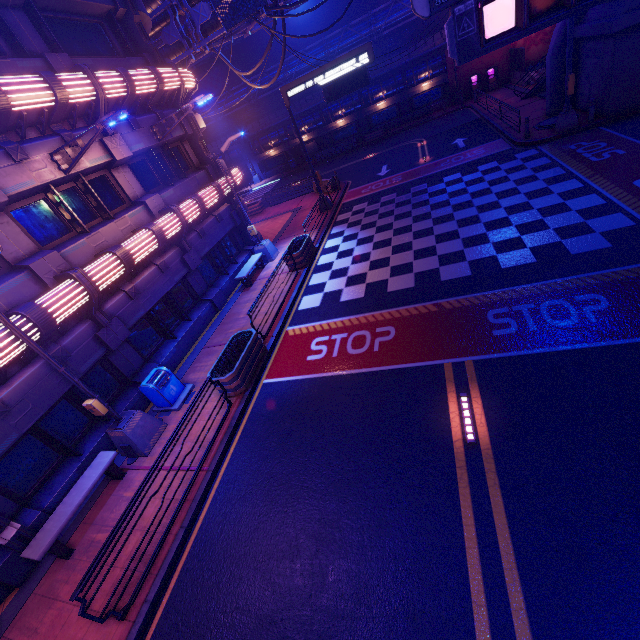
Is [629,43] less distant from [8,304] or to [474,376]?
[474,376]

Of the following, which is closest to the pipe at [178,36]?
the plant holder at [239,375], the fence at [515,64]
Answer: the fence at [515,64]

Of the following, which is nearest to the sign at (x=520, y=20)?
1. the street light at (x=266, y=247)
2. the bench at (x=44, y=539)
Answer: the street light at (x=266, y=247)

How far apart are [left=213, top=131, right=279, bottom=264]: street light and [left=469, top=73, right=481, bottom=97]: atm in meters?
31.1 m

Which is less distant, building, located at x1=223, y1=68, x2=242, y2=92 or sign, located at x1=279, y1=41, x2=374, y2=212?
sign, located at x1=279, y1=41, x2=374, y2=212

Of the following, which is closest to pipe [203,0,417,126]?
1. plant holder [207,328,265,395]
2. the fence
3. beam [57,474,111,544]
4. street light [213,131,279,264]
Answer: the fence

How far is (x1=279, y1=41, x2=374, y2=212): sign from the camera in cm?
1648

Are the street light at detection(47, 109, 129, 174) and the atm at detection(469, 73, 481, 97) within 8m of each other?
no
